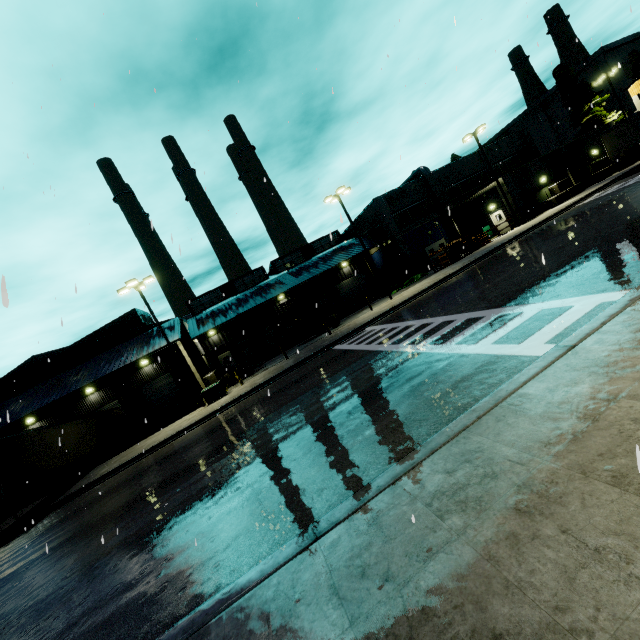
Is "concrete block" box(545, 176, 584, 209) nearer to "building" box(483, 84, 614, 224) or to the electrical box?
"building" box(483, 84, 614, 224)

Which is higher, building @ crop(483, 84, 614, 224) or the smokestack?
the smokestack

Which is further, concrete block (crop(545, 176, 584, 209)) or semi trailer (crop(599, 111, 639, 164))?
concrete block (crop(545, 176, 584, 209))

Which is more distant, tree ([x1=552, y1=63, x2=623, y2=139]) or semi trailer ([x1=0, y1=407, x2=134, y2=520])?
tree ([x1=552, y1=63, x2=623, y2=139])

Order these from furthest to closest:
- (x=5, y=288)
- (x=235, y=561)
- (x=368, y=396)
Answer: Result: (x=368, y=396) → (x=235, y=561) → (x=5, y=288)

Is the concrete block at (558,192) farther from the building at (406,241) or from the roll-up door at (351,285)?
the roll-up door at (351,285)

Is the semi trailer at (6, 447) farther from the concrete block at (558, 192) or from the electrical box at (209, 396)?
the electrical box at (209, 396)

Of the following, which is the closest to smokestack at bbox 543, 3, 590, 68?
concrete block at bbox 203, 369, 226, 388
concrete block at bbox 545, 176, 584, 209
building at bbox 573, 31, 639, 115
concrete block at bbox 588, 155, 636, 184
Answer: building at bbox 573, 31, 639, 115
